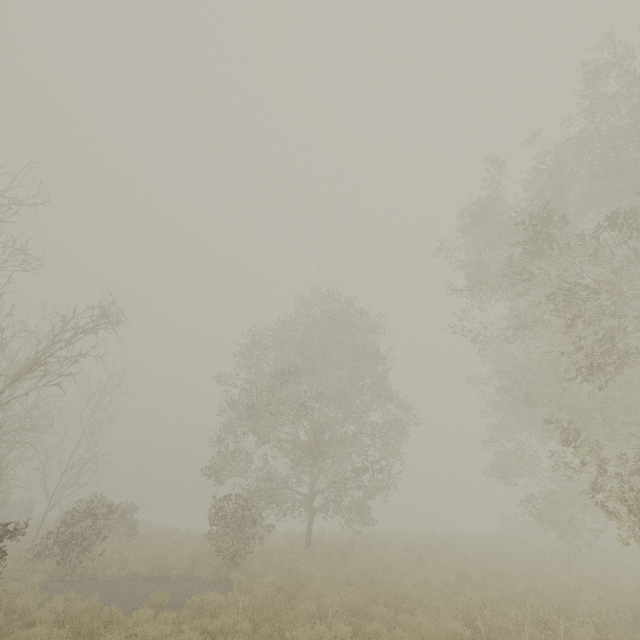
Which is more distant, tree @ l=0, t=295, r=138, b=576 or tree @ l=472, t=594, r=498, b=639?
tree @ l=0, t=295, r=138, b=576

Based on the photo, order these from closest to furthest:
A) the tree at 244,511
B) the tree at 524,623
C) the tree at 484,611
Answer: the tree at 524,623, the tree at 484,611, the tree at 244,511

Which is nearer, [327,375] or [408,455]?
[408,455]

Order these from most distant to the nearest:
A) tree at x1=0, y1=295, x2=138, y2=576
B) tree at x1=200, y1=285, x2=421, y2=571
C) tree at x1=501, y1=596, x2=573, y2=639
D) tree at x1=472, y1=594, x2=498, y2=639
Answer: tree at x1=200, y1=285, x2=421, y2=571 < tree at x1=0, y1=295, x2=138, y2=576 < tree at x1=472, y1=594, x2=498, y2=639 < tree at x1=501, y1=596, x2=573, y2=639

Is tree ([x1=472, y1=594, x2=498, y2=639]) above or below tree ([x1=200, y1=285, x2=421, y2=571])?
below

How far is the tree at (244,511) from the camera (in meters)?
15.45

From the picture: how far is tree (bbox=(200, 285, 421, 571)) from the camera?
15.4m

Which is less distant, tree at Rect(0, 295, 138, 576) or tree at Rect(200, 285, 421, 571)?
tree at Rect(0, 295, 138, 576)
